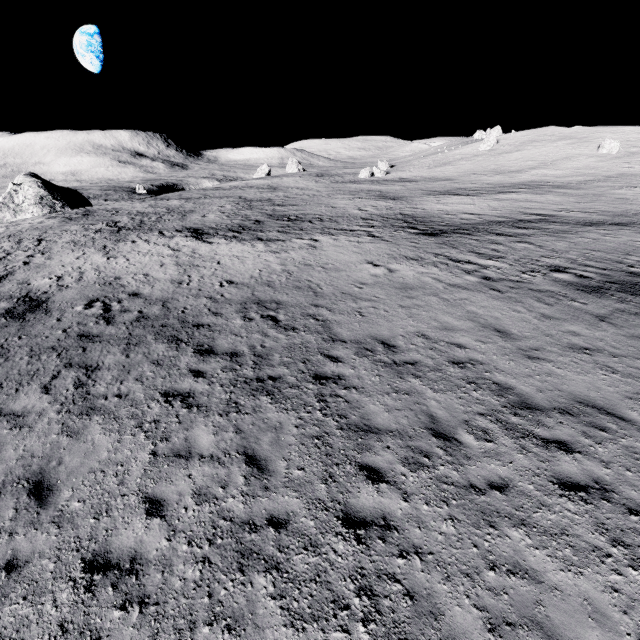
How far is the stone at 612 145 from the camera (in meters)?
55.47

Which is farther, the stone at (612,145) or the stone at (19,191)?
the stone at (612,145)

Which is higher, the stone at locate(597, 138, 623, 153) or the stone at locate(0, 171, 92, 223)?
the stone at locate(597, 138, 623, 153)

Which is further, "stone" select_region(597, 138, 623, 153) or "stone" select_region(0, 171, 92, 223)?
"stone" select_region(597, 138, 623, 153)

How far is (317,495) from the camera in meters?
5.9

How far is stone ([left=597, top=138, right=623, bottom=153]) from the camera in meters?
55.5
